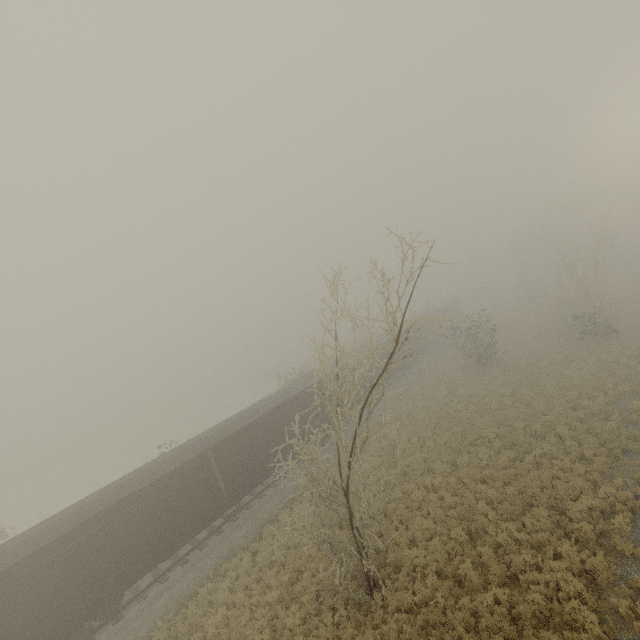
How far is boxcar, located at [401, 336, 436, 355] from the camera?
36.1 meters

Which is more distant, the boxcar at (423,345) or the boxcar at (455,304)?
the boxcar at (455,304)

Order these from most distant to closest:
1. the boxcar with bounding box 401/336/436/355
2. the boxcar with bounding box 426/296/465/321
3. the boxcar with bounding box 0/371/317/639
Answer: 1. the boxcar with bounding box 426/296/465/321
2. the boxcar with bounding box 401/336/436/355
3. the boxcar with bounding box 0/371/317/639

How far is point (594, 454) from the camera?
15.15m

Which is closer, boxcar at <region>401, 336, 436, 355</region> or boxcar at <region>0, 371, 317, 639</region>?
boxcar at <region>0, 371, 317, 639</region>

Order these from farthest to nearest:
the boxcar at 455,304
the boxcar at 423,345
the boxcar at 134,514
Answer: the boxcar at 455,304
the boxcar at 423,345
the boxcar at 134,514
